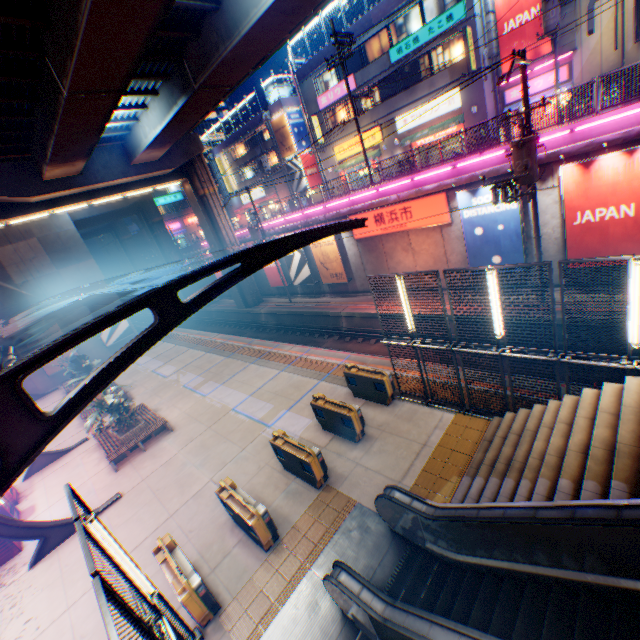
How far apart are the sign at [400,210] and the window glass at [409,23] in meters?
15.2

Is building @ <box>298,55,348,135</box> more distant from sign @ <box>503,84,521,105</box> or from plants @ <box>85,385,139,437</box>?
plants @ <box>85,385,139,437</box>

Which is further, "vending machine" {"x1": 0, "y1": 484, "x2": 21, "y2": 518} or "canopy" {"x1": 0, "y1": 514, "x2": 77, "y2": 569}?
"vending machine" {"x1": 0, "y1": 484, "x2": 21, "y2": 518}

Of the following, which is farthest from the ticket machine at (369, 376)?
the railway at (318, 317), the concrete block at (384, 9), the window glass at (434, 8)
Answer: the concrete block at (384, 9)

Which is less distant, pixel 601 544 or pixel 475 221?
pixel 601 544

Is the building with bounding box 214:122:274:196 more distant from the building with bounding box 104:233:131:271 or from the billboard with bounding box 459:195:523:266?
the billboard with bounding box 459:195:523:266

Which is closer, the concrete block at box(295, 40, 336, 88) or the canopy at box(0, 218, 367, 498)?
the canopy at box(0, 218, 367, 498)

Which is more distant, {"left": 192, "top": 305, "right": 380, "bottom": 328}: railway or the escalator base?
{"left": 192, "top": 305, "right": 380, "bottom": 328}: railway
